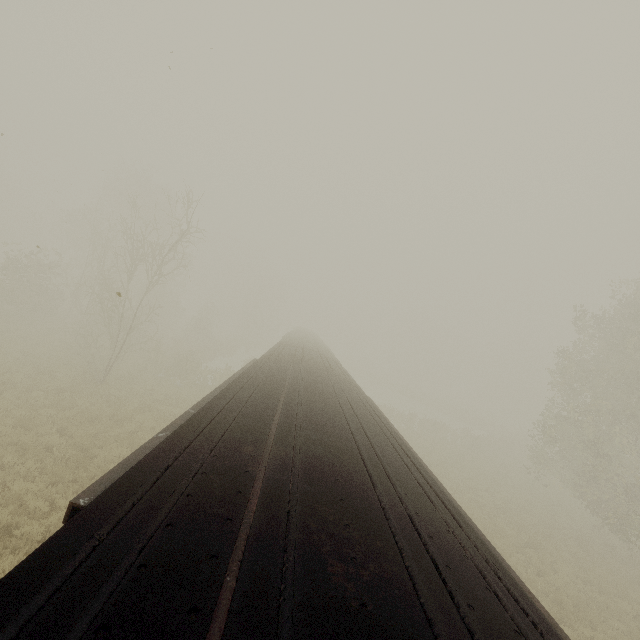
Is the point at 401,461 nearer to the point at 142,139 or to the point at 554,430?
the point at 142,139

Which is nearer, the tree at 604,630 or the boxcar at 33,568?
the boxcar at 33,568

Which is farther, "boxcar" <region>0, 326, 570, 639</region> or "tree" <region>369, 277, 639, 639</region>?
"tree" <region>369, 277, 639, 639</region>
